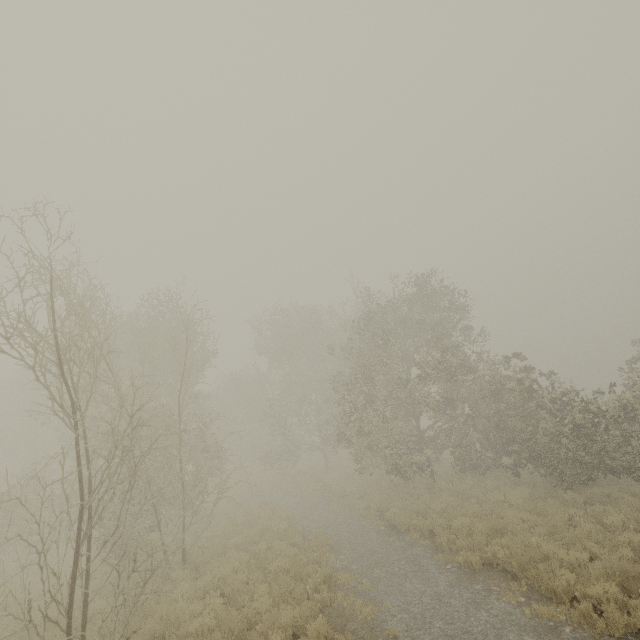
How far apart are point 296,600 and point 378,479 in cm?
1447
